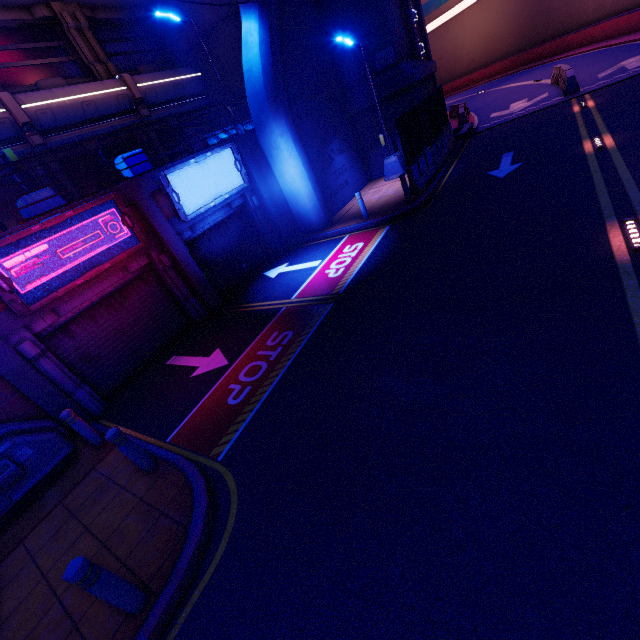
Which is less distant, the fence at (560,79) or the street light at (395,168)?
the street light at (395,168)

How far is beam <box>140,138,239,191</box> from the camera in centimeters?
991cm

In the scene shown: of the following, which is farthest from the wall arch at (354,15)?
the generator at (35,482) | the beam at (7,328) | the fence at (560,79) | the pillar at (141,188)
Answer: the generator at (35,482)

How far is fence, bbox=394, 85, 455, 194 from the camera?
12.3m

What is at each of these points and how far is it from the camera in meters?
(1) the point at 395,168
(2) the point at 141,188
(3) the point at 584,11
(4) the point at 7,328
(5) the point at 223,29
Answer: (1) street light, 16.1
(2) pillar, 9.7
(3) tunnel, 26.6
(4) beam, 7.4
(5) building, 15.7

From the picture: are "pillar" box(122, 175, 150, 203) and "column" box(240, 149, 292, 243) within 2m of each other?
no

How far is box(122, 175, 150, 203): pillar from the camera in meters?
9.4 m

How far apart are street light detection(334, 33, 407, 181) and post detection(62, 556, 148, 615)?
16.8 meters
